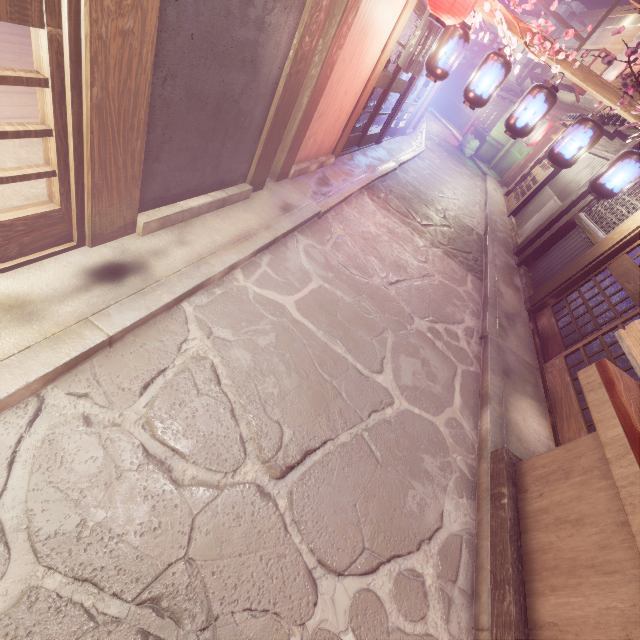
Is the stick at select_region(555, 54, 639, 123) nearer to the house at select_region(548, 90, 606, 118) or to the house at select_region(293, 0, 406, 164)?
the house at select_region(293, 0, 406, 164)

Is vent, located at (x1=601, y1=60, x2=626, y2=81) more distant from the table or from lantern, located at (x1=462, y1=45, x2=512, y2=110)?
the table

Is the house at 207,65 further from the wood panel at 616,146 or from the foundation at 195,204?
the wood panel at 616,146

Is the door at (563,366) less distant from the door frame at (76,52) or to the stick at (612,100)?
the stick at (612,100)

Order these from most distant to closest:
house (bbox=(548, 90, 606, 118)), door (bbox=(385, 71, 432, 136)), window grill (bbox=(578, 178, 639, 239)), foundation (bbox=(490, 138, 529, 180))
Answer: foundation (bbox=(490, 138, 529, 180))
house (bbox=(548, 90, 606, 118))
door (bbox=(385, 71, 432, 136))
window grill (bbox=(578, 178, 639, 239))

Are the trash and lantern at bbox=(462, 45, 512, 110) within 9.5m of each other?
no

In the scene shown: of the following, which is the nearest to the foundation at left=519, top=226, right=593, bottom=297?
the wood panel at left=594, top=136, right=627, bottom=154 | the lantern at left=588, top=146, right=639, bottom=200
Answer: the lantern at left=588, top=146, right=639, bottom=200

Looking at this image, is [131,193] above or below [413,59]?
below
